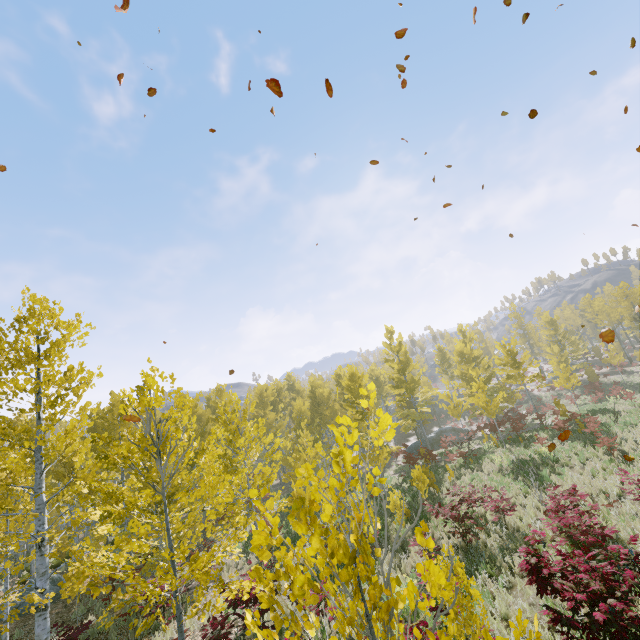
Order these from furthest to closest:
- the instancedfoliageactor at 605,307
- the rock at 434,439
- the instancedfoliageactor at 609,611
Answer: the rock at 434,439 < the instancedfoliageactor at 609,611 < the instancedfoliageactor at 605,307

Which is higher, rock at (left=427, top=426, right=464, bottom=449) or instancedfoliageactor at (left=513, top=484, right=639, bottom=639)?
instancedfoliageactor at (left=513, top=484, right=639, bottom=639)

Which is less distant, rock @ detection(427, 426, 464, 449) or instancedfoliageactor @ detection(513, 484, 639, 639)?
instancedfoliageactor @ detection(513, 484, 639, 639)

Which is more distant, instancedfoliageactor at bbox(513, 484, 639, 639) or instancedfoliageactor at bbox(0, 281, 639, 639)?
instancedfoliageactor at bbox(513, 484, 639, 639)

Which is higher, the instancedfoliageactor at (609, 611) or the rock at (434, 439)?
the instancedfoliageactor at (609, 611)

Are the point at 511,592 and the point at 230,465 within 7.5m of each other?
no

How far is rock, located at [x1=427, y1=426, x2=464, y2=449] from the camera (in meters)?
32.56

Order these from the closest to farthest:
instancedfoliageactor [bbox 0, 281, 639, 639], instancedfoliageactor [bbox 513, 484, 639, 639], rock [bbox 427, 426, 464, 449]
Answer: instancedfoliageactor [bbox 0, 281, 639, 639] < instancedfoliageactor [bbox 513, 484, 639, 639] < rock [bbox 427, 426, 464, 449]
